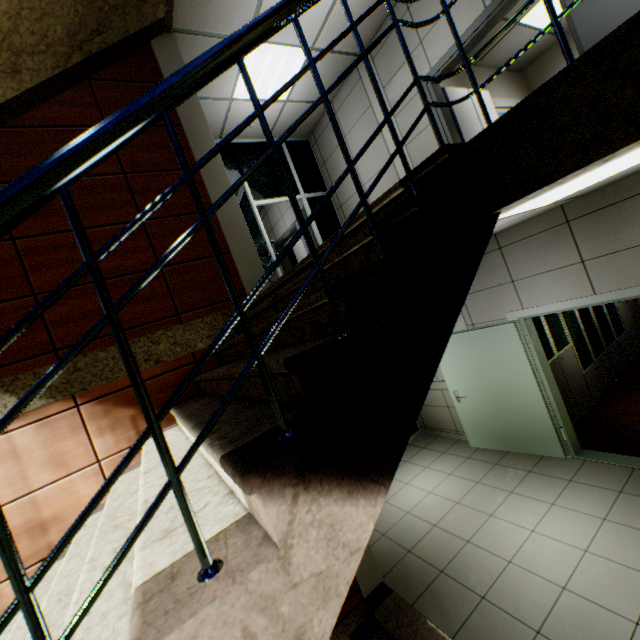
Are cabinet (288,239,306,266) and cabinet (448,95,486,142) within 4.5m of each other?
no

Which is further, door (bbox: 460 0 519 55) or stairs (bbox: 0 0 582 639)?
door (bbox: 460 0 519 55)

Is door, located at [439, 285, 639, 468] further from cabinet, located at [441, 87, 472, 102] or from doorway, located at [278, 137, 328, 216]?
doorway, located at [278, 137, 328, 216]

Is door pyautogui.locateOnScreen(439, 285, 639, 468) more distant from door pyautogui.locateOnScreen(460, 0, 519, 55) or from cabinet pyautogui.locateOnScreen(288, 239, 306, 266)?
cabinet pyautogui.locateOnScreen(288, 239, 306, 266)

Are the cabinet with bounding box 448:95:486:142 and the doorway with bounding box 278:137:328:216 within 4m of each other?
yes

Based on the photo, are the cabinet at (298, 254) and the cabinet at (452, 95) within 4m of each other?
no

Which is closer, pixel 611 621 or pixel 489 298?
pixel 611 621

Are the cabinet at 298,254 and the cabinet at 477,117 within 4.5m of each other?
no
